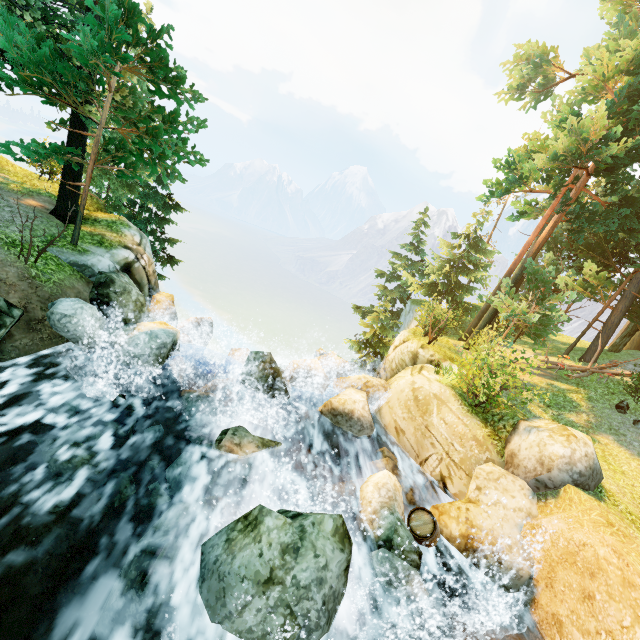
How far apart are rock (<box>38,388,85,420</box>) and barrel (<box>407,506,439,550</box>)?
8.0m

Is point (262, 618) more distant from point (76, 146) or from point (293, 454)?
point (76, 146)

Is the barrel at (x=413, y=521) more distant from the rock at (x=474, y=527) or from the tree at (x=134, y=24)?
the tree at (x=134, y=24)

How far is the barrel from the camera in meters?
6.8

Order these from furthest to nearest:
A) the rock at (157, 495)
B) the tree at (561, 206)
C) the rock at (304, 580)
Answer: the tree at (561, 206) < the rock at (157, 495) < the rock at (304, 580)

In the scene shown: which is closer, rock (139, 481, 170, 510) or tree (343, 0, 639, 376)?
rock (139, 481, 170, 510)

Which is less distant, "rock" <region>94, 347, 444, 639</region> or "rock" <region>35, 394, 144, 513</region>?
"rock" <region>94, 347, 444, 639</region>
